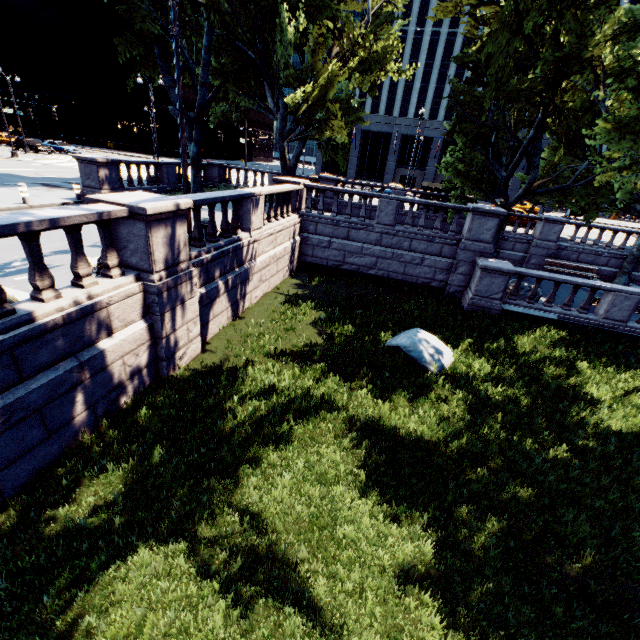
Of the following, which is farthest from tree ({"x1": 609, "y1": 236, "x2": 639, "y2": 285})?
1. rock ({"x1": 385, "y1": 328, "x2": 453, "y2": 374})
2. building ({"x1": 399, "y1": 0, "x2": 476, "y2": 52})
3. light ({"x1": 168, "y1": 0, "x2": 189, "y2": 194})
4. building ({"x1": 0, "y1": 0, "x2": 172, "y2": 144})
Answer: building ({"x1": 0, "y1": 0, "x2": 172, "y2": 144})

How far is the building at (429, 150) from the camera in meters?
45.8 m

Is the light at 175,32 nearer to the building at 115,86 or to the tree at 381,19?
the tree at 381,19

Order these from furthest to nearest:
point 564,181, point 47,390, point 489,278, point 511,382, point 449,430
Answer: point 564,181
point 489,278
point 511,382
point 449,430
point 47,390

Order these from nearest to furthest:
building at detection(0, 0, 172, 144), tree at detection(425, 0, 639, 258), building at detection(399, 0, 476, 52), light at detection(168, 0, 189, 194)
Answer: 1. light at detection(168, 0, 189, 194)
2. tree at detection(425, 0, 639, 258)
3. building at detection(0, 0, 172, 144)
4. building at detection(399, 0, 476, 52)

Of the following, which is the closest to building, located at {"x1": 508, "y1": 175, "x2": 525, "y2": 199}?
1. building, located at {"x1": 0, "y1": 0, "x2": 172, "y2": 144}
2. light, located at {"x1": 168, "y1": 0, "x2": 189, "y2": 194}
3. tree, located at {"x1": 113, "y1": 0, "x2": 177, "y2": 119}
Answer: tree, located at {"x1": 113, "y1": 0, "x2": 177, "y2": 119}

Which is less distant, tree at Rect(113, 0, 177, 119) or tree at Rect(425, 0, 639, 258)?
tree at Rect(425, 0, 639, 258)

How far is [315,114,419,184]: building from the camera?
47.0m
